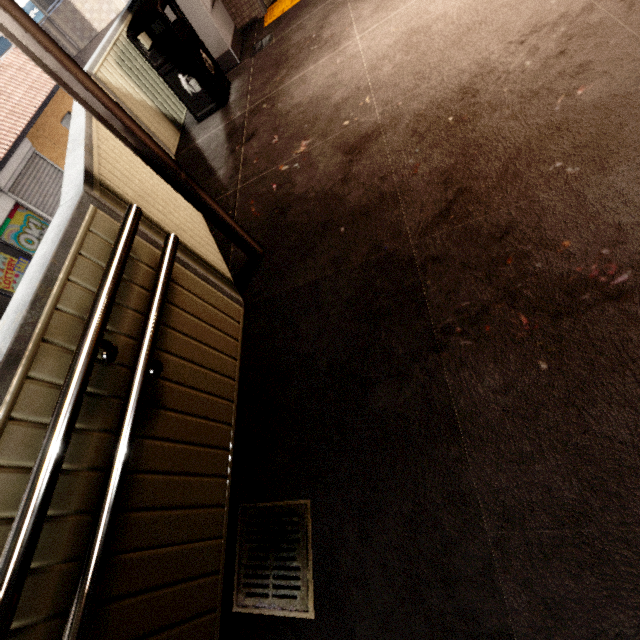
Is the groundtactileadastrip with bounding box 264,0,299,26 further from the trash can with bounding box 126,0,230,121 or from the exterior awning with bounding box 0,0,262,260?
the trash can with bounding box 126,0,230,121

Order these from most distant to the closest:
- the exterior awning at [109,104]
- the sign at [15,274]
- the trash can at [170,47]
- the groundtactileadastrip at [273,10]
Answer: the sign at [15,274] < the groundtactileadastrip at [273,10] < the trash can at [170,47] < the exterior awning at [109,104]

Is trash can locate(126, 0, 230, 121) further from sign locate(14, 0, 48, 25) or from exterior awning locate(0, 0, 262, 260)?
sign locate(14, 0, 48, 25)

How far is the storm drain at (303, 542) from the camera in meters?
1.5 m

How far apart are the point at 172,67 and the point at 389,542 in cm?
542

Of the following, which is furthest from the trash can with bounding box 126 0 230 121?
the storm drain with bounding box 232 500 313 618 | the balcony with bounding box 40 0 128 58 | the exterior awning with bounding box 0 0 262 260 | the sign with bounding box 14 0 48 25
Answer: the balcony with bounding box 40 0 128 58

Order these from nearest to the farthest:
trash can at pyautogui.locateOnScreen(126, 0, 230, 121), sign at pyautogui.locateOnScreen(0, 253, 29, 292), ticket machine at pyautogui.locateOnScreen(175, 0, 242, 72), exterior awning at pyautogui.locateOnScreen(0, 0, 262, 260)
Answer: exterior awning at pyautogui.locateOnScreen(0, 0, 262, 260)
trash can at pyautogui.locateOnScreen(126, 0, 230, 121)
ticket machine at pyautogui.locateOnScreen(175, 0, 242, 72)
sign at pyautogui.locateOnScreen(0, 253, 29, 292)

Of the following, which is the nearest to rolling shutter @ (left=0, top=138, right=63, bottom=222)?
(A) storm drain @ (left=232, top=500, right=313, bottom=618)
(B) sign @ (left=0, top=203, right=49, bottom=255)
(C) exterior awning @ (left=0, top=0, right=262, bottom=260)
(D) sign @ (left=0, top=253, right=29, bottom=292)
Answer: (B) sign @ (left=0, top=203, right=49, bottom=255)
